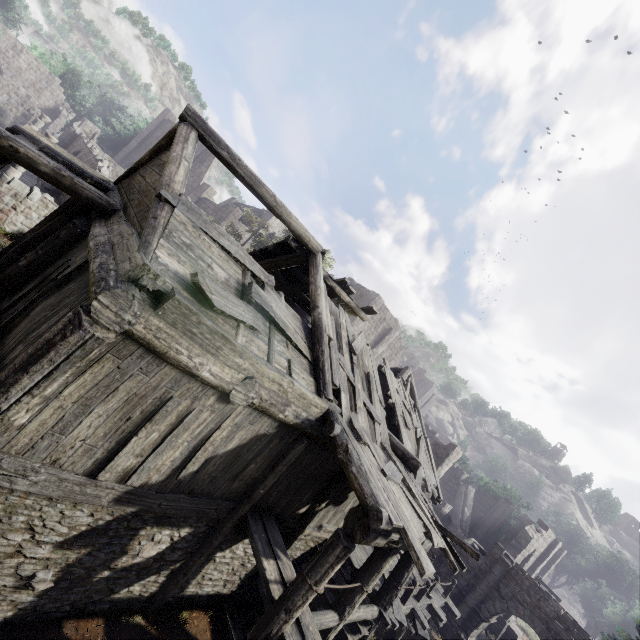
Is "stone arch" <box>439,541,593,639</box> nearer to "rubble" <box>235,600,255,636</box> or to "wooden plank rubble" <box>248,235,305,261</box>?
"rubble" <box>235,600,255,636</box>

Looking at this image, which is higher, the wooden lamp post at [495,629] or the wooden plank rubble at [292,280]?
the wooden plank rubble at [292,280]

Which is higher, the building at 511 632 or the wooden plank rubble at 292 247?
the wooden plank rubble at 292 247

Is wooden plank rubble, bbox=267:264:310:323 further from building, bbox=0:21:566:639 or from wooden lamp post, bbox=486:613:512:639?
wooden lamp post, bbox=486:613:512:639

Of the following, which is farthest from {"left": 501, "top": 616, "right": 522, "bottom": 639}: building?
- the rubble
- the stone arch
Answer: the rubble

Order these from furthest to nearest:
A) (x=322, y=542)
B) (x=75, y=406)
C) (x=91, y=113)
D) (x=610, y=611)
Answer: (x=91, y=113), (x=610, y=611), (x=322, y=542), (x=75, y=406)

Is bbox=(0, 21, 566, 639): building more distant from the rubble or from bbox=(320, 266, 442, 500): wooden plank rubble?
the rubble

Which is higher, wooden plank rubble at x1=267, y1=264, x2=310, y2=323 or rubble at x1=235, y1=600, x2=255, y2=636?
wooden plank rubble at x1=267, y1=264, x2=310, y2=323
